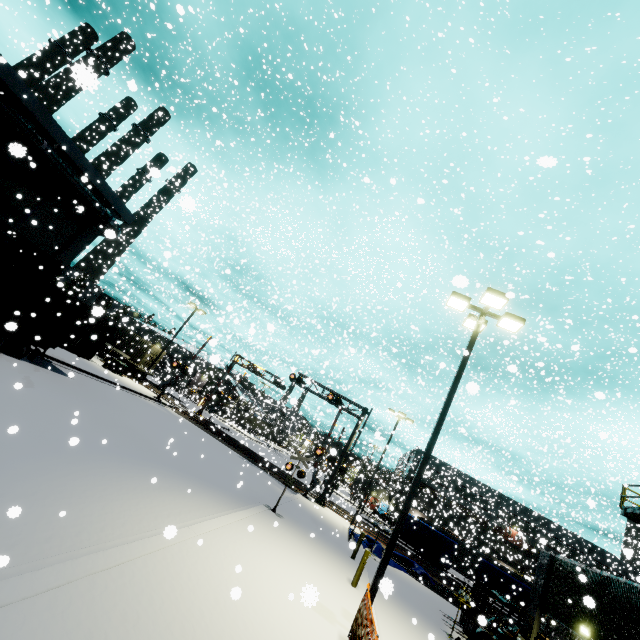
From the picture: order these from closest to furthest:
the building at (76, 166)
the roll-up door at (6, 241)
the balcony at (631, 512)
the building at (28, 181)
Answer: the balcony at (631, 512)
the building at (76, 166)
the building at (28, 181)
the roll-up door at (6, 241)

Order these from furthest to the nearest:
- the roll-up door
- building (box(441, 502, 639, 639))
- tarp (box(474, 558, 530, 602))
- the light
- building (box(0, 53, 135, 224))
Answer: tarp (box(474, 558, 530, 602))
the roll-up door
building (box(0, 53, 135, 224))
building (box(441, 502, 639, 639))
the light

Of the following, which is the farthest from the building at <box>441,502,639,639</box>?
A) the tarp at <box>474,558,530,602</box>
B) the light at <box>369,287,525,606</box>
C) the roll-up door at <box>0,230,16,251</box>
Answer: the tarp at <box>474,558,530,602</box>

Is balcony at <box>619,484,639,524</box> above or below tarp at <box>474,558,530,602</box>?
above

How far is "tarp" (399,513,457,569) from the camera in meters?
23.8 m

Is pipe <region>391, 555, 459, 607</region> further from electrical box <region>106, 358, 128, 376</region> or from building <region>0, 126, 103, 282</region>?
electrical box <region>106, 358, 128, 376</region>

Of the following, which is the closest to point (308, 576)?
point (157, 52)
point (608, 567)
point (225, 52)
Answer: point (157, 52)

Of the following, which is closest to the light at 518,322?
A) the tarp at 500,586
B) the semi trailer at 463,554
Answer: the tarp at 500,586
